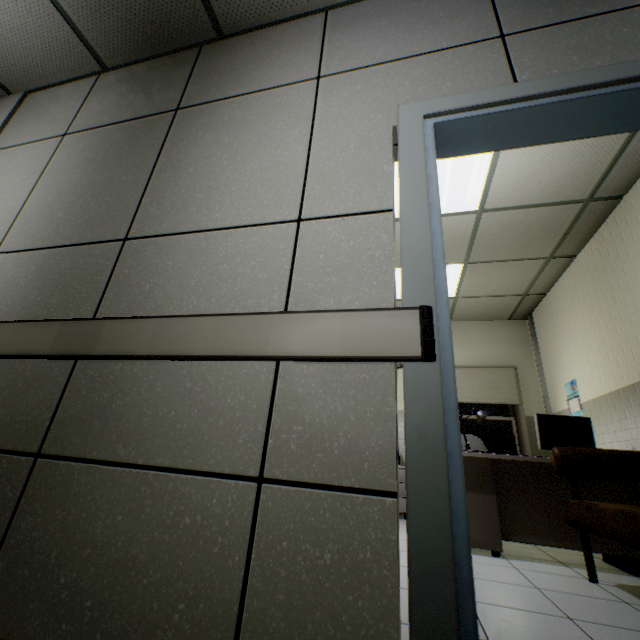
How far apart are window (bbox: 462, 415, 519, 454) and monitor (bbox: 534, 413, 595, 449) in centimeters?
215cm

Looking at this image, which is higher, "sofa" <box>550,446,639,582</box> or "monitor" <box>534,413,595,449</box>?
"monitor" <box>534,413,595,449</box>

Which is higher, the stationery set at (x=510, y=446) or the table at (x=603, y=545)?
the stationery set at (x=510, y=446)

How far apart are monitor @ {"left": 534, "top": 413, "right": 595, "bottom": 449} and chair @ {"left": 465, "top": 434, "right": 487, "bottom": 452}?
1.4m

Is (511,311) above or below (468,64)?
above

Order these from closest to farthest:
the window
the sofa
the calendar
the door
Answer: the door < the sofa < the calendar < the window

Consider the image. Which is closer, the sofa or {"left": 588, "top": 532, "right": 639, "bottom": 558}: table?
the sofa

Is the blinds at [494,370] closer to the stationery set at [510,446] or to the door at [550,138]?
the stationery set at [510,446]
